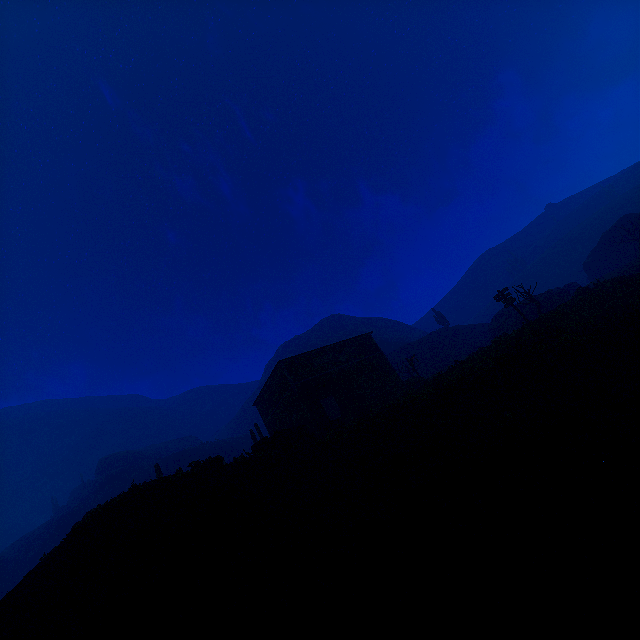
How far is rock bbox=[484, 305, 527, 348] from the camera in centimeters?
2301cm

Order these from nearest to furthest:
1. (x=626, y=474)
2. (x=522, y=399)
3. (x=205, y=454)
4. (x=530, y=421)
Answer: (x=626, y=474) → (x=530, y=421) → (x=522, y=399) → (x=205, y=454)

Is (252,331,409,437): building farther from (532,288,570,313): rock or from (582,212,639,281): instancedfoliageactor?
(582,212,639,281): instancedfoliageactor

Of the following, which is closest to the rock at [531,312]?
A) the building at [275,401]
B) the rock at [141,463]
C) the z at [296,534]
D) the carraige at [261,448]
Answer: the z at [296,534]

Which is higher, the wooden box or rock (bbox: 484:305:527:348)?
rock (bbox: 484:305:527:348)

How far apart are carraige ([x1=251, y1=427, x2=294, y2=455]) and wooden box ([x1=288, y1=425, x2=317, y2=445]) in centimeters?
4cm

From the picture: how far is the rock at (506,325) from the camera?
23.0 meters
